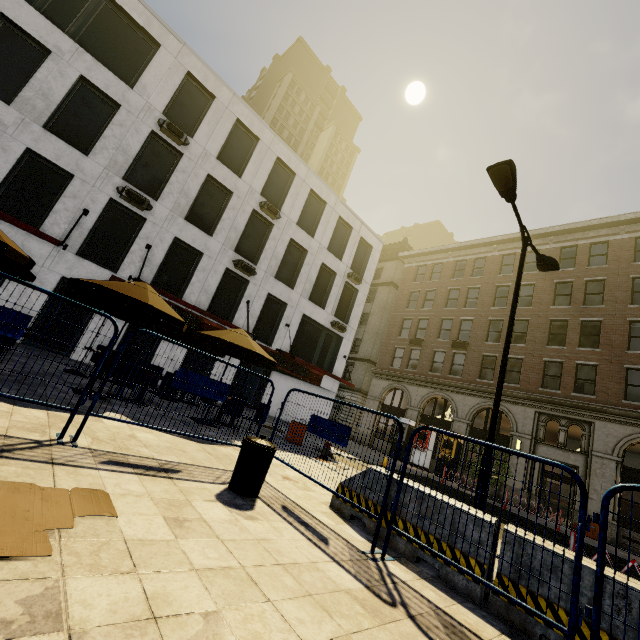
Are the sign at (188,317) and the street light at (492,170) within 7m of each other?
no

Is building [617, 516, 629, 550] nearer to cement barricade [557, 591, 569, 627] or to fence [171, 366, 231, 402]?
cement barricade [557, 591, 569, 627]

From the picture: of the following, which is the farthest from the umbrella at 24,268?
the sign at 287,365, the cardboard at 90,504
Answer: the sign at 287,365

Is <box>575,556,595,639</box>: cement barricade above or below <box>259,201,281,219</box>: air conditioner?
below

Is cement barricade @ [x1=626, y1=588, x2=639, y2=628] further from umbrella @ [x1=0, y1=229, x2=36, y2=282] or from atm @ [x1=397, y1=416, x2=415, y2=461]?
atm @ [x1=397, y1=416, x2=415, y2=461]

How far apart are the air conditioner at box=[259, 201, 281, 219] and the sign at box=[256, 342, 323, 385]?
7.5m

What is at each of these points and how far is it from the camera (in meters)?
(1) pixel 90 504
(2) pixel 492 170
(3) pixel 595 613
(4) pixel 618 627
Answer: (1) cardboard, 2.70
(2) street light, 7.53
(3) fence, 2.51
(4) cement barricade, 2.84

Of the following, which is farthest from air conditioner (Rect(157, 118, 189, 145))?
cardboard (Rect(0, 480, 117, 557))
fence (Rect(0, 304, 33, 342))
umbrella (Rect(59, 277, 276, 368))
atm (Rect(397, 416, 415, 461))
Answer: atm (Rect(397, 416, 415, 461))
